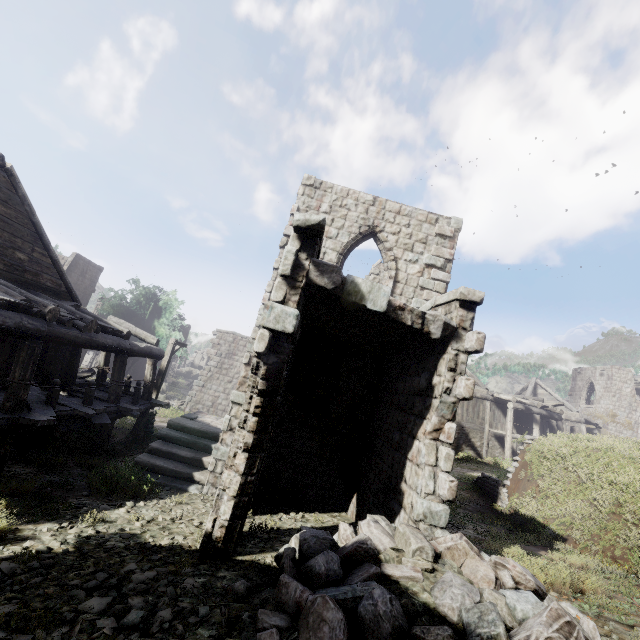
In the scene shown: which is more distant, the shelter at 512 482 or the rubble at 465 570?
the shelter at 512 482

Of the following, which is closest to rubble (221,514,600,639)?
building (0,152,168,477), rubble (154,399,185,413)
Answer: building (0,152,168,477)

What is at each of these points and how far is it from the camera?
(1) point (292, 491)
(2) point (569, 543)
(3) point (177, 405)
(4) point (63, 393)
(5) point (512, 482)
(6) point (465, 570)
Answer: (1) building, 9.69m
(2) shelter, 8.50m
(3) rubble, 23.97m
(4) building, 11.23m
(5) shelter, 13.41m
(6) rubble, 4.06m

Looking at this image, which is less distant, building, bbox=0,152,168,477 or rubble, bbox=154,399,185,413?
building, bbox=0,152,168,477

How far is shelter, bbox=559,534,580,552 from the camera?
8.1 meters

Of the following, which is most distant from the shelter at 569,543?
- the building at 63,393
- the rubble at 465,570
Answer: the rubble at 465,570

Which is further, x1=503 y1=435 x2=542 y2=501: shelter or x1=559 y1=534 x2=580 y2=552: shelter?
x1=503 y1=435 x2=542 y2=501: shelter

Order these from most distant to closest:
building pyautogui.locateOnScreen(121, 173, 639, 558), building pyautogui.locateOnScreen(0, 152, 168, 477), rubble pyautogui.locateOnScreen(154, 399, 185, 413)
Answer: rubble pyautogui.locateOnScreen(154, 399, 185, 413) → building pyautogui.locateOnScreen(0, 152, 168, 477) → building pyautogui.locateOnScreen(121, 173, 639, 558)
